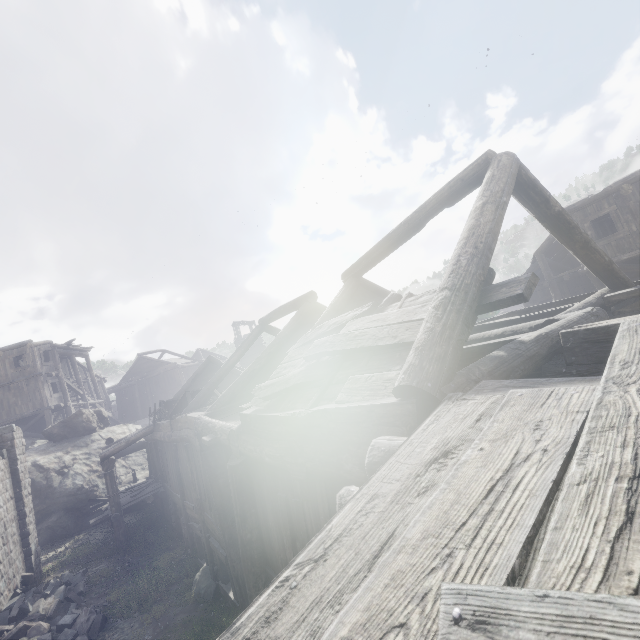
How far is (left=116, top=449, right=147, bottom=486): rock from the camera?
21.8 meters

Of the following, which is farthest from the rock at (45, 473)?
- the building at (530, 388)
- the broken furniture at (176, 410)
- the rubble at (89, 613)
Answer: the broken furniture at (176, 410)

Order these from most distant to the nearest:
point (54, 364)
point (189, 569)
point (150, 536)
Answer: point (54, 364) → point (150, 536) → point (189, 569)

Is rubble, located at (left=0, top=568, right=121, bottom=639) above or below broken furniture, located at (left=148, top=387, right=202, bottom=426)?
below

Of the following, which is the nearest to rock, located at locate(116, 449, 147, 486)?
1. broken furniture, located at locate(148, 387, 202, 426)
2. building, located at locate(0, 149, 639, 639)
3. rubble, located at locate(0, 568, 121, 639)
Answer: building, located at locate(0, 149, 639, 639)

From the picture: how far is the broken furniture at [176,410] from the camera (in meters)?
13.83

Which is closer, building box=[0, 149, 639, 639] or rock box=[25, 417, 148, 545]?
building box=[0, 149, 639, 639]
